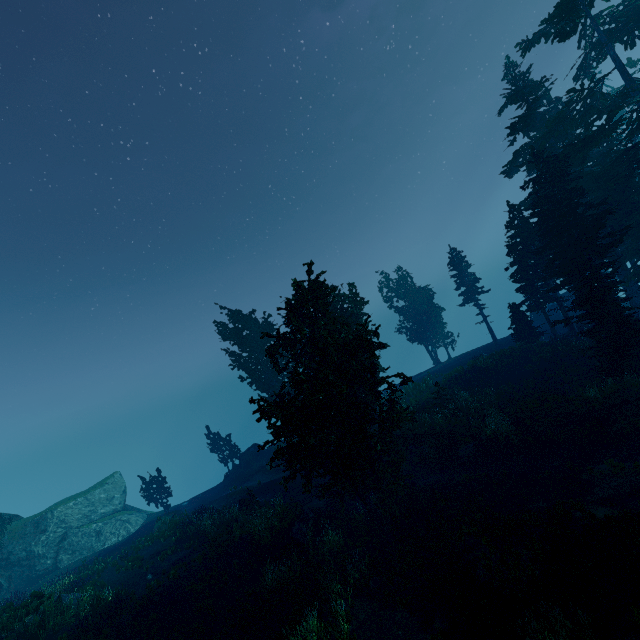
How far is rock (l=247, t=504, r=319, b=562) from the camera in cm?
1653

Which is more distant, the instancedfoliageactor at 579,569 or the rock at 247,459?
the rock at 247,459

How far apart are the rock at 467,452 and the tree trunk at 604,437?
5.5 meters

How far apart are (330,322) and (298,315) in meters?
2.7

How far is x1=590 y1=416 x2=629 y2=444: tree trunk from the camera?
15.47m

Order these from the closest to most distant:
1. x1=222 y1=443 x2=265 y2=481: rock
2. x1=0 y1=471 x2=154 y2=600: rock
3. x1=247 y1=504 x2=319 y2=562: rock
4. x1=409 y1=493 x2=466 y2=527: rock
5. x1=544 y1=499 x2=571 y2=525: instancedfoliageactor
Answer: x1=544 y1=499 x2=571 y2=525: instancedfoliageactor, x1=409 y1=493 x2=466 y2=527: rock, x1=247 y1=504 x2=319 y2=562: rock, x1=0 y1=471 x2=154 y2=600: rock, x1=222 y1=443 x2=265 y2=481: rock

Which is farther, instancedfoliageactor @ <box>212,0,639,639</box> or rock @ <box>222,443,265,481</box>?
rock @ <box>222,443,265,481</box>

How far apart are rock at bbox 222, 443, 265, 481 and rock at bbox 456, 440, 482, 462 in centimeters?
2315cm
